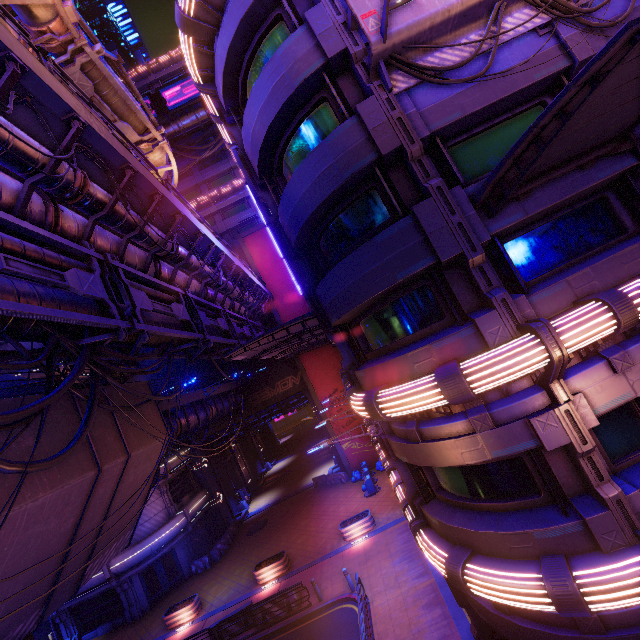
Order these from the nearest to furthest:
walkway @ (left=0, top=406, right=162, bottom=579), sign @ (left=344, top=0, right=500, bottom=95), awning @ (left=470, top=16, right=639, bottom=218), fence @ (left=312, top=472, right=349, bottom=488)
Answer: awning @ (left=470, top=16, right=639, bottom=218) → sign @ (left=344, top=0, right=500, bottom=95) → walkway @ (left=0, top=406, right=162, bottom=579) → fence @ (left=312, top=472, right=349, bottom=488)

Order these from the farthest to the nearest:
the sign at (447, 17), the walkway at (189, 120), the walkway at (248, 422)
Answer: the walkway at (189, 120)
the walkway at (248, 422)
the sign at (447, 17)

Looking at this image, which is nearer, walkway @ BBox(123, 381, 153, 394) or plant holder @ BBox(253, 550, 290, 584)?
walkway @ BBox(123, 381, 153, 394)

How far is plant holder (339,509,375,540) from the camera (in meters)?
20.20

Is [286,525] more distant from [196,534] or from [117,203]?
[117,203]

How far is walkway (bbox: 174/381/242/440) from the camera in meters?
20.1 m

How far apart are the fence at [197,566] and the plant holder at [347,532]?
12.6 meters
